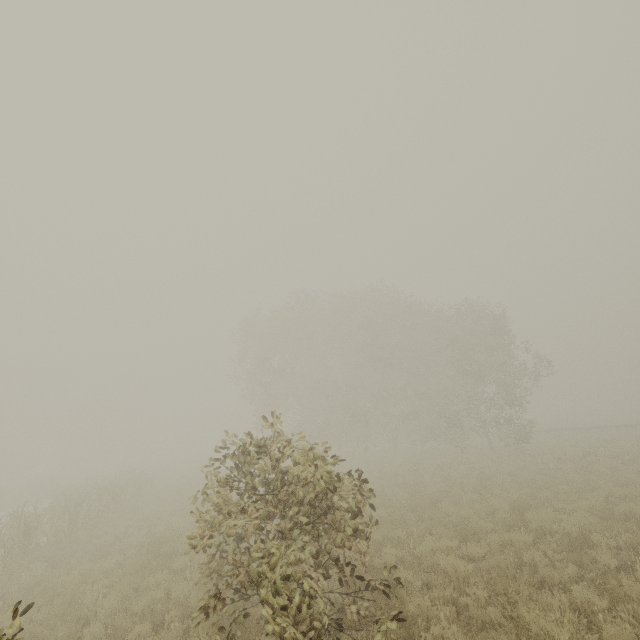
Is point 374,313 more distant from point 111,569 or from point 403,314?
point 111,569
